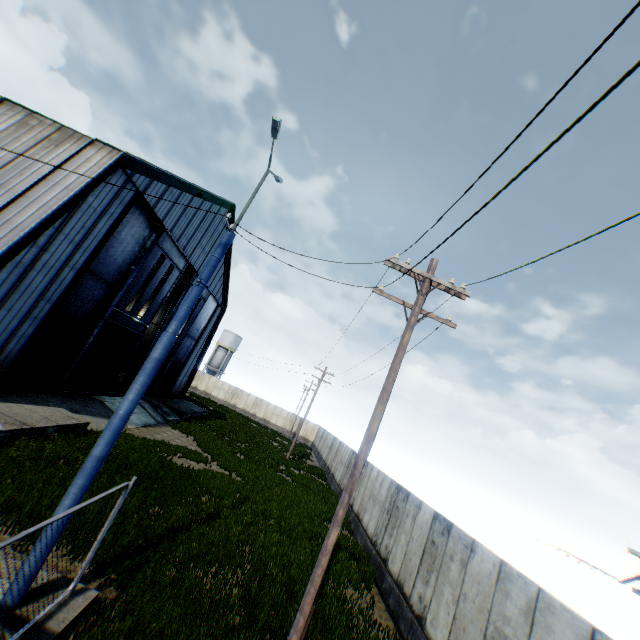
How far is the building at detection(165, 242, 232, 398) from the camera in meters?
30.4

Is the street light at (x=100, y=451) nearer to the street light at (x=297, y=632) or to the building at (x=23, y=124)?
the street light at (x=297, y=632)

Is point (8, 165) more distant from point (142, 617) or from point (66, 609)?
point (142, 617)

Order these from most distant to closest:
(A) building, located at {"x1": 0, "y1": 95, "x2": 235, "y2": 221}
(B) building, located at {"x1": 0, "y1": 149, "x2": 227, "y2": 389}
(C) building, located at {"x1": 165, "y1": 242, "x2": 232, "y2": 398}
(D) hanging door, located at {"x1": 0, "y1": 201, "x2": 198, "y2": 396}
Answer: (C) building, located at {"x1": 165, "y1": 242, "x2": 232, "y2": 398} < (D) hanging door, located at {"x1": 0, "y1": 201, "x2": 198, "y2": 396} < (A) building, located at {"x1": 0, "y1": 95, "x2": 235, "y2": 221} < (B) building, located at {"x1": 0, "y1": 149, "x2": 227, "y2": 389}

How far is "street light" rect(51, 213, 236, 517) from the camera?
5.8m

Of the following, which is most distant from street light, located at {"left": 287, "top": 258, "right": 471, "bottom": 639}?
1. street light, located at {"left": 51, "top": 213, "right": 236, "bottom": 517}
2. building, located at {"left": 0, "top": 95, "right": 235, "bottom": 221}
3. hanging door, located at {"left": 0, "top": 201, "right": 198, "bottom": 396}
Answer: hanging door, located at {"left": 0, "top": 201, "right": 198, "bottom": 396}

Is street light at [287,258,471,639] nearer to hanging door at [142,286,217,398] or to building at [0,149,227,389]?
building at [0,149,227,389]

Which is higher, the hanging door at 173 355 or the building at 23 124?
the building at 23 124
